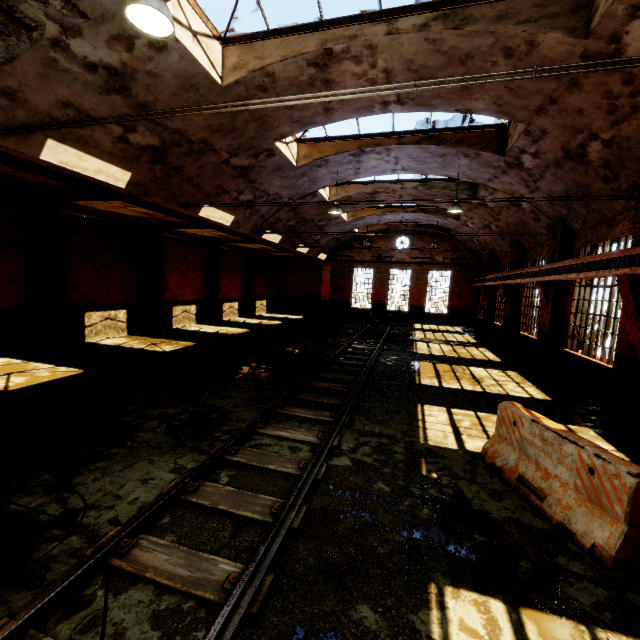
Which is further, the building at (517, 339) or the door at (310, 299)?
the door at (310, 299)

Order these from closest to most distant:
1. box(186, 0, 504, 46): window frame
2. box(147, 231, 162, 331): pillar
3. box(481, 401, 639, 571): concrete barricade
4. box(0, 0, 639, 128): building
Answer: box(481, 401, 639, 571): concrete barricade → box(0, 0, 639, 128): building → box(186, 0, 504, 46): window frame → box(147, 231, 162, 331): pillar

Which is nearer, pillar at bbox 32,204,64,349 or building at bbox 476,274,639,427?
building at bbox 476,274,639,427

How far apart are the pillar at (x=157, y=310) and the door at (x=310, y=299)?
15.0 meters

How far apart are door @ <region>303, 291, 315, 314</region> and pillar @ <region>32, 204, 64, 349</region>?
19.89m

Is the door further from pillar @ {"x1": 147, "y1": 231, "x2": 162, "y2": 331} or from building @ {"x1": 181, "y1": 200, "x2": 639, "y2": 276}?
pillar @ {"x1": 147, "y1": 231, "x2": 162, "y2": 331}

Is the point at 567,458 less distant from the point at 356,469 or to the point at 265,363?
the point at 356,469

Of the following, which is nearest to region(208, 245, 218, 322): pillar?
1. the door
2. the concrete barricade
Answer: the door
